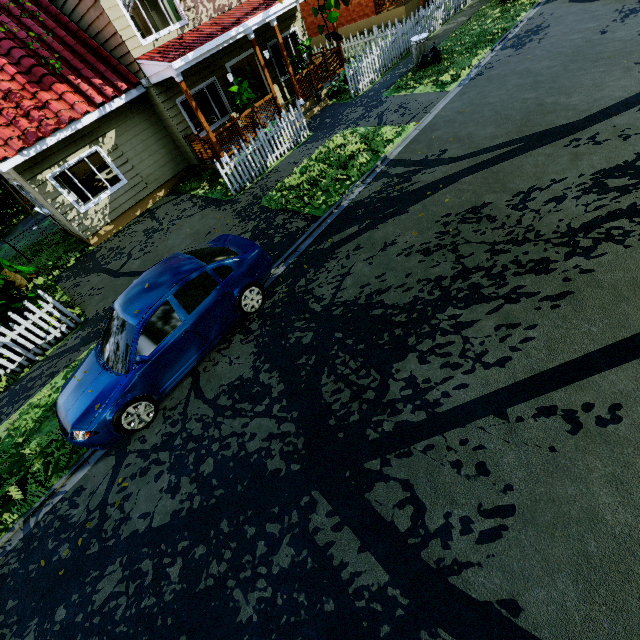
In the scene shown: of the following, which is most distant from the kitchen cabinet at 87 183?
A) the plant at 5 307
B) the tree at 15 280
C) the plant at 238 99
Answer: the tree at 15 280

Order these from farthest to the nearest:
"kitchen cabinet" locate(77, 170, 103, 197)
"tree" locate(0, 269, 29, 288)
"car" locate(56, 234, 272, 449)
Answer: "kitchen cabinet" locate(77, 170, 103, 197) → "tree" locate(0, 269, 29, 288) → "car" locate(56, 234, 272, 449)

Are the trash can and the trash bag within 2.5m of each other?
yes

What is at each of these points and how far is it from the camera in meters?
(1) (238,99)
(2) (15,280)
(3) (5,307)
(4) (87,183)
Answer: (1) plant, 11.6
(2) tree, 11.1
(3) plant, 7.7
(4) kitchen cabinet, 15.4

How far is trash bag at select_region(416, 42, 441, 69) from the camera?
12.0 meters

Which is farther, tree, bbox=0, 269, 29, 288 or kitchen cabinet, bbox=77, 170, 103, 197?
kitchen cabinet, bbox=77, 170, 103, 197

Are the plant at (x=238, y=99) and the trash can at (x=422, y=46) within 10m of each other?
A: yes

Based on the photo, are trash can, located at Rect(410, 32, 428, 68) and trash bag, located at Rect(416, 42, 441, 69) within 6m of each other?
yes
